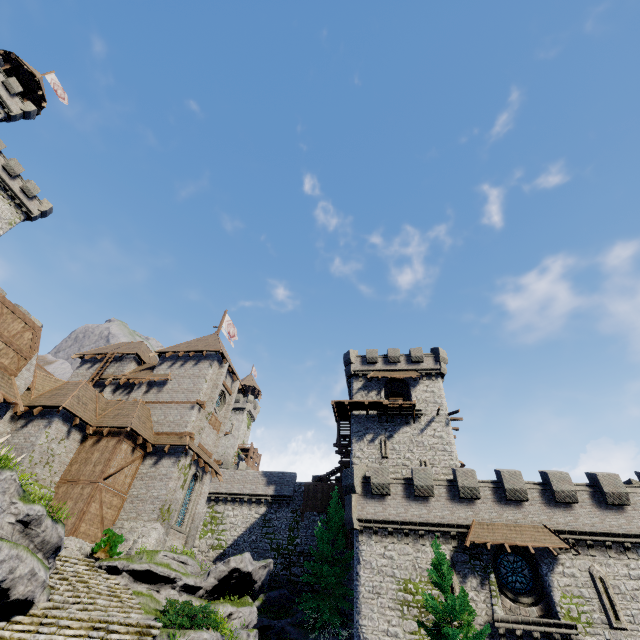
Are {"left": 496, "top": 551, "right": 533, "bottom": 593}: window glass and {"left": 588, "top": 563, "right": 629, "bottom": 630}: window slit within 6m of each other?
yes

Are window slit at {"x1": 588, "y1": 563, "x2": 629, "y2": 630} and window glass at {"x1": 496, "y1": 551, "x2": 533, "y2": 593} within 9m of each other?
yes

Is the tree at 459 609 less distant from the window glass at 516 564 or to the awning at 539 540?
the awning at 539 540

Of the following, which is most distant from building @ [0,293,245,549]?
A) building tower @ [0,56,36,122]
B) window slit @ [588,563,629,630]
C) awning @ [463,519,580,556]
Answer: building tower @ [0,56,36,122]

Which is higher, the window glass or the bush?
the window glass

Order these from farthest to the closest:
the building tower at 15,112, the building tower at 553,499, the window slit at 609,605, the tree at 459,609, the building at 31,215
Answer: the building tower at 15,112 < the building at 31,215 < the building tower at 553,499 < the window slit at 609,605 < the tree at 459,609

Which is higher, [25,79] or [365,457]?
[25,79]

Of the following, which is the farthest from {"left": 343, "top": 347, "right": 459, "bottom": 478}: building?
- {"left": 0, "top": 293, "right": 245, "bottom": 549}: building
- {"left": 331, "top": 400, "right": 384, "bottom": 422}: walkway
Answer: {"left": 0, "top": 293, "right": 245, "bottom": 549}: building
